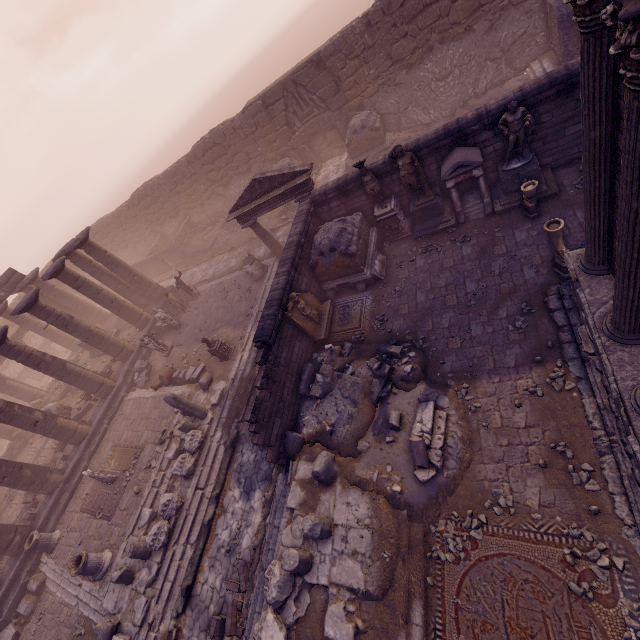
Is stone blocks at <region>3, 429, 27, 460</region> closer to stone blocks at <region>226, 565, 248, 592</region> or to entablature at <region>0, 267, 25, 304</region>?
entablature at <region>0, 267, 25, 304</region>

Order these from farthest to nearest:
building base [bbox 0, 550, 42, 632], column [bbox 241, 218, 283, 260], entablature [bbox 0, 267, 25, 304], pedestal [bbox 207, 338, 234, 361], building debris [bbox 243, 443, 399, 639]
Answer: entablature [bbox 0, 267, 25, 304] → column [bbox 241, 218, 283, 260] → pedestal [bbox 207, 338, 234, 361] → building base [bbox 0, 550, 42, 632] → building debris [bbox 243, 443, 399, 639]

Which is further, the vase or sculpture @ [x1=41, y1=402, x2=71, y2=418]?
sculpture @ [x1=41, y1=402, x2=71, y2=418]

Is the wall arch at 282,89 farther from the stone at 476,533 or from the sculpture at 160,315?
the stone at 476,533

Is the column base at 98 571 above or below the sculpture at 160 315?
below

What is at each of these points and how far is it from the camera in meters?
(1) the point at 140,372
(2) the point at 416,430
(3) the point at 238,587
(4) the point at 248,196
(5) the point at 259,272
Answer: (1) building debris, 17.7
(2) debris pile, 7.6
(3) stone blocks, 8.5
(4) pediment, 14.2
(5) column base, 16.6

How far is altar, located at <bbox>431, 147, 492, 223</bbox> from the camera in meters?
10.0

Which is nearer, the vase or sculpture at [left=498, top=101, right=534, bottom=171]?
sculpture at [left=498, top=101, right=534, bottom=171]
